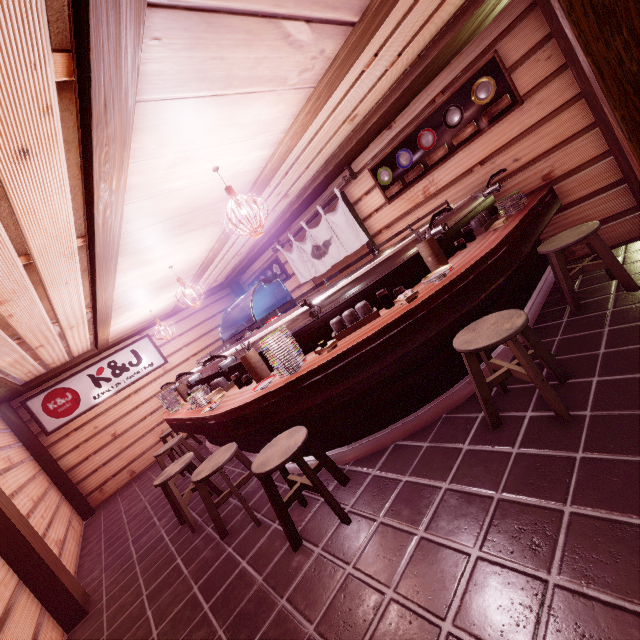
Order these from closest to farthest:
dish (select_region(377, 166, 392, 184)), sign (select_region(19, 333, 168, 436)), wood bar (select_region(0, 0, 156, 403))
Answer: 1. wood bar (select_region(0, 0, 156, 403))
2. dish (select_region(377, 166, 392, 184))
3. sign (select_region(19, 333, 168, 436))

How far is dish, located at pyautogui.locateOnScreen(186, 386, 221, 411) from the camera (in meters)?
6.61

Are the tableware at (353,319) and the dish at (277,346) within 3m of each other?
yes

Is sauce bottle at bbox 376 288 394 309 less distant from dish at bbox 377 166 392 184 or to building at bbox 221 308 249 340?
building at bbox 221 308 249 340

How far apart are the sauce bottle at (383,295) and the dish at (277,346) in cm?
144

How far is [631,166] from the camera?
5.71m

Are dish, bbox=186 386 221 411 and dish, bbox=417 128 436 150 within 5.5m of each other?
no

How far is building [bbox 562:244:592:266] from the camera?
7.0 meters
